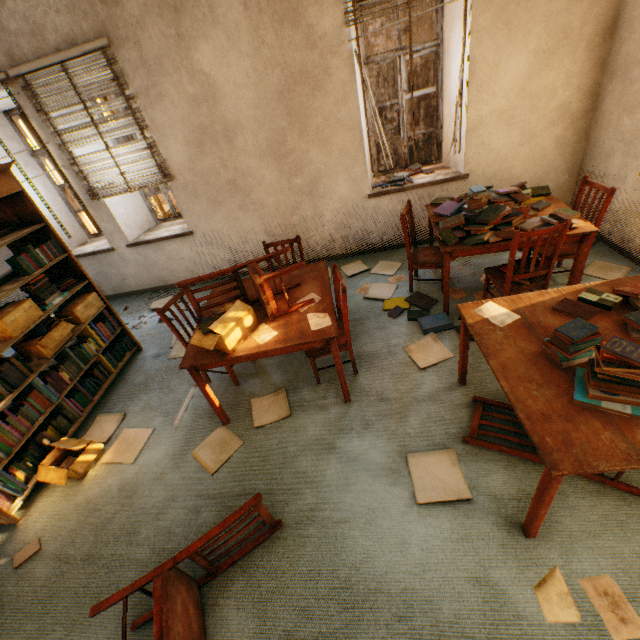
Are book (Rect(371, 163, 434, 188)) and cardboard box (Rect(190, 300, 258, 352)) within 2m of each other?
no

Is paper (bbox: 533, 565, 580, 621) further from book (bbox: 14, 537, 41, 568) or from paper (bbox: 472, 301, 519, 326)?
book (bbox: 14, 537, 41, 568)

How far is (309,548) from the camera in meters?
1.9

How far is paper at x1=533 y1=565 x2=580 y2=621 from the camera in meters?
1.5 m

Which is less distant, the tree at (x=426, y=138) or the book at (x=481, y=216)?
the book at (x=481, y=216)

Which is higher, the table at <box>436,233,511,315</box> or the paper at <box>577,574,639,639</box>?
the table at <box>436,233,511,315</box>

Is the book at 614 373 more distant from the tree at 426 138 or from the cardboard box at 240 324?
the tree at 426 138

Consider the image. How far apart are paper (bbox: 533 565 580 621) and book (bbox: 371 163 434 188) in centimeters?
398cm
